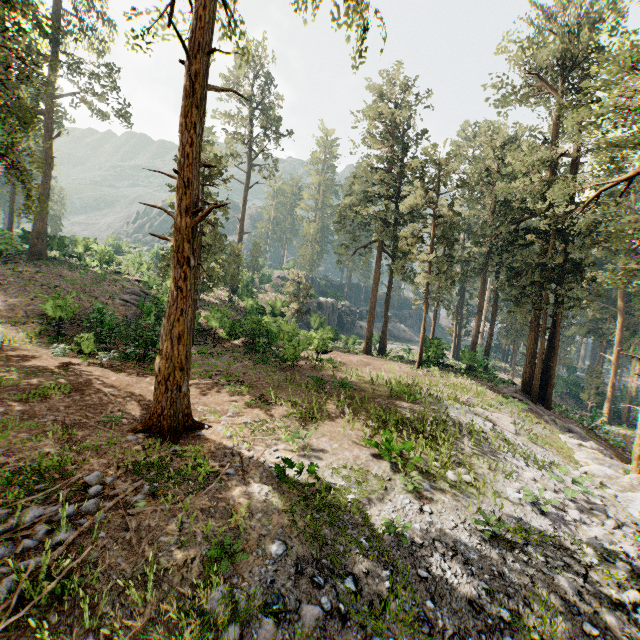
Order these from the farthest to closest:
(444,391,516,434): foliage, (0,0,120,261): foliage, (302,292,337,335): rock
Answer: (302,292,337,335): rock < (444,391,516,434): foliage < (0,0,120,261): foliage

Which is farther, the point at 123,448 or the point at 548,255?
the point at 548,255

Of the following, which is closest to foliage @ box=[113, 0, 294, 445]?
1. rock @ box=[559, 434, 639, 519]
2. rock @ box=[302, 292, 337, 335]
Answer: rock @ box=[559, 434, 639, 519]

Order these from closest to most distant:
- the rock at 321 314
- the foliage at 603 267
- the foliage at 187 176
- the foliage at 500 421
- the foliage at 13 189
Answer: the foliage at 187 176
the foliage at 13 189
the foliage at 500 421
the foliage at 603 267
the rock at 321 314

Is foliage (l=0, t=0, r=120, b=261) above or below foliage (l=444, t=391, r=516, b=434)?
above

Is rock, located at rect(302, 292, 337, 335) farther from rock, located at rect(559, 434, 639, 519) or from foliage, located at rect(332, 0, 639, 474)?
rock, located at rect(559, 434, 639, 519)

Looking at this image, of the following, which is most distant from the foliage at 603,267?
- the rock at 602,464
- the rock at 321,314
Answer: the rock at 321,314
